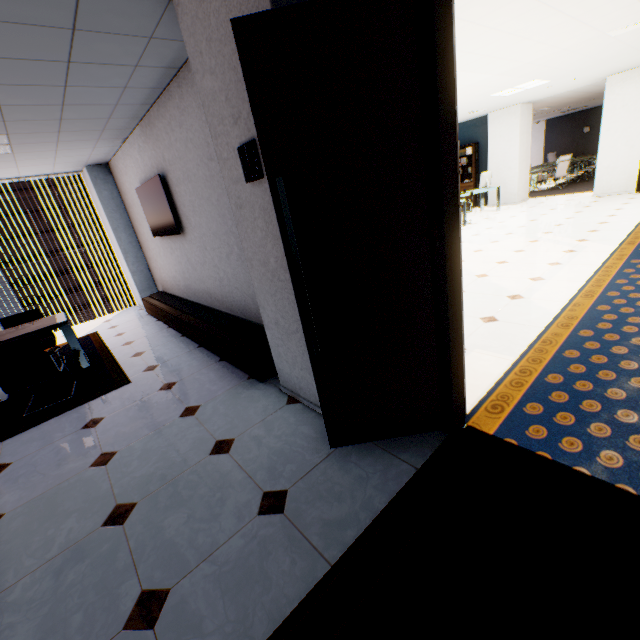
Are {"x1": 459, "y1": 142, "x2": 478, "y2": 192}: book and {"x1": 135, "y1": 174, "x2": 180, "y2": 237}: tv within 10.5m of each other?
no

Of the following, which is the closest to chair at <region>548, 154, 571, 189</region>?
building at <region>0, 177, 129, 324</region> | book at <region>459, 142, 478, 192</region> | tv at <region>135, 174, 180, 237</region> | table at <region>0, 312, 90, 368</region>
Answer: book at <region>459, 142, 478, 192</region>

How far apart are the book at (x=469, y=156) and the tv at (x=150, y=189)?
11.1m

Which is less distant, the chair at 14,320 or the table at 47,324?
the table at 47,324

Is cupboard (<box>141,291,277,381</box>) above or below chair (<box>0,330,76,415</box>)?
below

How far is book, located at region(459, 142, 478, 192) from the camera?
11.6m

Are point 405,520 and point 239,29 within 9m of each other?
yes

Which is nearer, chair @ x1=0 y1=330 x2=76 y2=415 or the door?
the door
